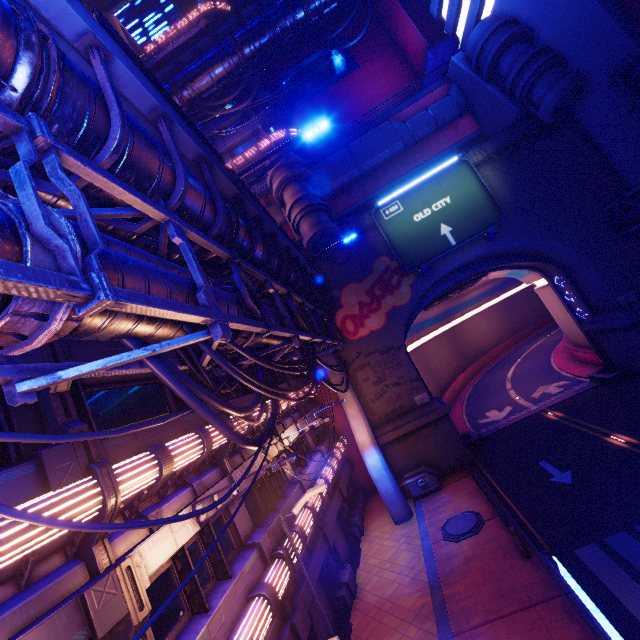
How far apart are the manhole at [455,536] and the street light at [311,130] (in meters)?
16.77

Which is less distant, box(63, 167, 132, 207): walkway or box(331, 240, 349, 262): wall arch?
box(63, 167, 132, 207): walkway

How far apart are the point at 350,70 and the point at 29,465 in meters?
45.8

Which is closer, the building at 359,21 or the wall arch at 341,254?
the wall arch at 341,254

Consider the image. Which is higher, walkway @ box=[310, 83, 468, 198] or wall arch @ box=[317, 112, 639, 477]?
walkway @ box=[310, 83, 468, 198]

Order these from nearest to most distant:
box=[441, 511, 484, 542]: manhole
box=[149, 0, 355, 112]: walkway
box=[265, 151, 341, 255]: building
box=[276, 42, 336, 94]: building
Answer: box=[441, 511, 484, 542]: manhole → box=[265, 151, 341, 255]: building → box=[149, 0, 355, 112]: walkway → box=[276, 42, 336, 94]: building

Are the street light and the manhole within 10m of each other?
no

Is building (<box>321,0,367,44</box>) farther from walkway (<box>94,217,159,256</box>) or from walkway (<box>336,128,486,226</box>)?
walkway (<box>94,217,159,256</box>)
